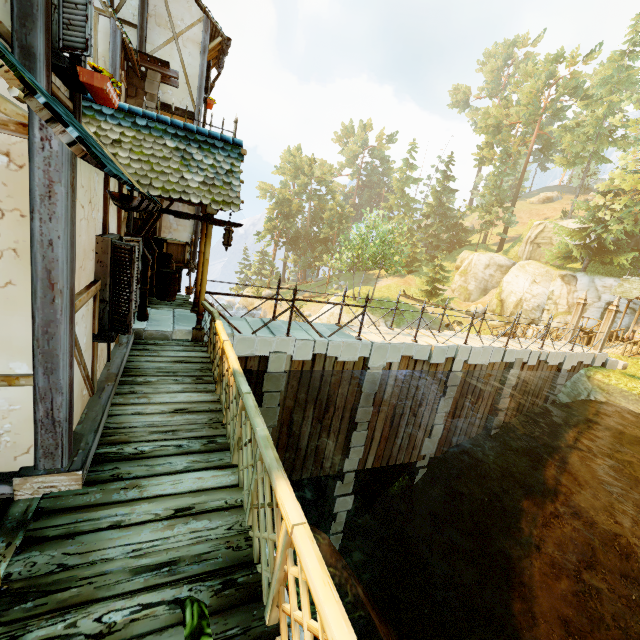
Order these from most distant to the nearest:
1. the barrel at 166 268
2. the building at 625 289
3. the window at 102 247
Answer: the building at 625 289
the barrel at 166 268
the window at 102 247

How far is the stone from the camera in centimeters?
1552cm

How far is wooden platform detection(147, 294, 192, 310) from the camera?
9.51m

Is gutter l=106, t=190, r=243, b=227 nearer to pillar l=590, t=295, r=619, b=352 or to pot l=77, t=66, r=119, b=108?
pot l=77, t=66, r=119, b=108

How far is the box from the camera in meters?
9.9 m

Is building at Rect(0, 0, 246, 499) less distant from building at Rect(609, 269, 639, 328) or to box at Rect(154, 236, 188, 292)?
box at Rect(154, 236, 188, 292)

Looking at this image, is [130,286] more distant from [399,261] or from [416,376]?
[399,261]

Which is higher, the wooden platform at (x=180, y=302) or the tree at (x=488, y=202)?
the tree at (x=488, y=202)
